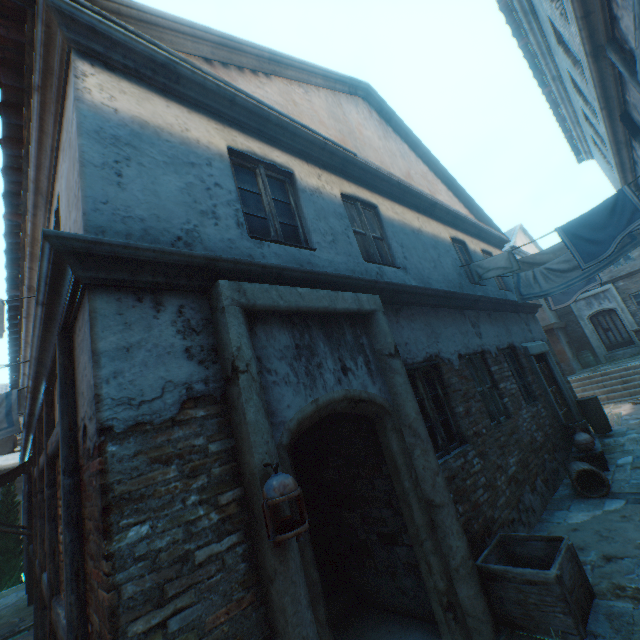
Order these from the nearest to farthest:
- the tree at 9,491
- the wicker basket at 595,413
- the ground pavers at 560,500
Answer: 1. the ground pavers at 560,500
2. the wicker basket at 595,413
3. the tree at 9,491

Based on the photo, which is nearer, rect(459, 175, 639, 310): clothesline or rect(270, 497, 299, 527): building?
rect(270, 497, 299, 527): building

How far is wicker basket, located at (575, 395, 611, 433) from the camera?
8.45m

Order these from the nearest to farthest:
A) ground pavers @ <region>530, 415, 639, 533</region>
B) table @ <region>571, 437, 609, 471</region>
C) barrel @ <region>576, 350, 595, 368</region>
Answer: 1. ground pavers @ <region>530, 415, 639, 533</region>
2. table @ <region>571, 437, 609, 471</region>
3. barrel @ <region>576, 350, 595, 368</region>

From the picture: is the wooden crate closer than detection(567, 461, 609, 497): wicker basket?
Yes

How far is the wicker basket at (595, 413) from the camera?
8.4m

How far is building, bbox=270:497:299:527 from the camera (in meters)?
2.21

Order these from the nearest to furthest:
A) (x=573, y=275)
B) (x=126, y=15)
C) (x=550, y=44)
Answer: (x=126, y=15), (x=573, y=275), (x=550, y=44)
